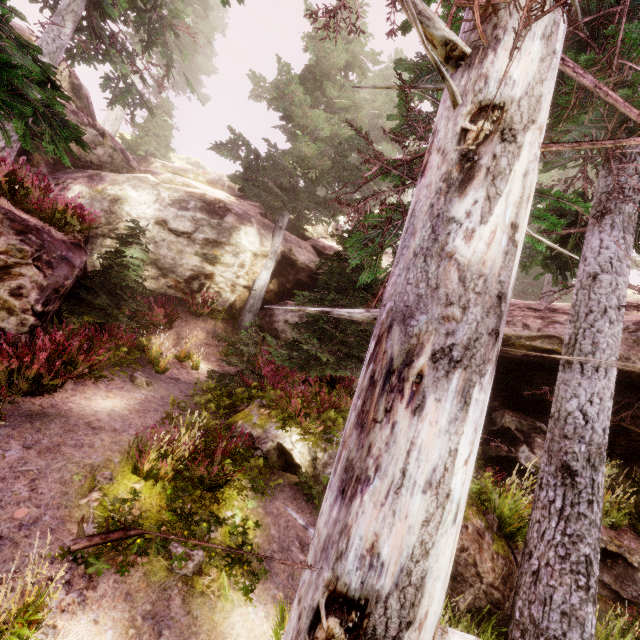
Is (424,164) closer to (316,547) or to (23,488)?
(316,547)

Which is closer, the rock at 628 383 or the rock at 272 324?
the rock at 628 383

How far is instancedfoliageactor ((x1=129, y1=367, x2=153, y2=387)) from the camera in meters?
8.1 m

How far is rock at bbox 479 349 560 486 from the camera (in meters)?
9.23

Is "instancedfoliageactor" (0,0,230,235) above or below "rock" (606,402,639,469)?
above

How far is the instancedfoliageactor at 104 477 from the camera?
4.72m

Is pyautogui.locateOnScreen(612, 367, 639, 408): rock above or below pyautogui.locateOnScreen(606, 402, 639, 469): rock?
above
